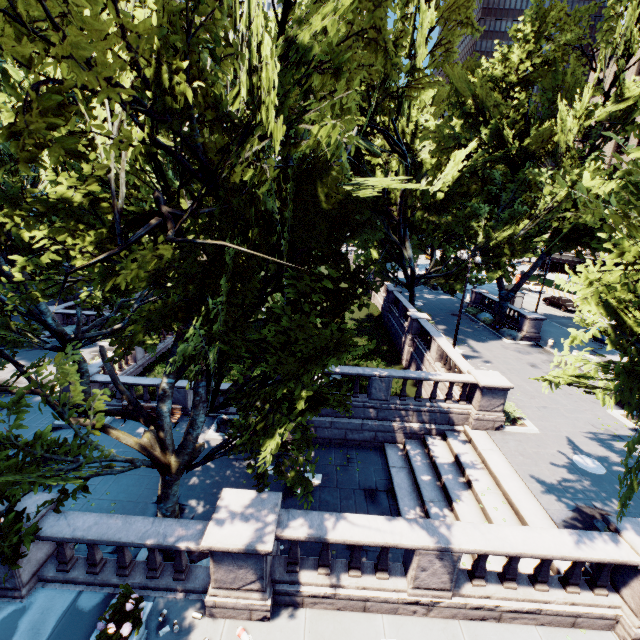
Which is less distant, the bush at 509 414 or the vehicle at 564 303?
the bush at 509 414

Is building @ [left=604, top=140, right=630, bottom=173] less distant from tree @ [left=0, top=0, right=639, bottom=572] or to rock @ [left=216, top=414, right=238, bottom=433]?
tree @ [left=0, top=0, right=639, bottom=572]

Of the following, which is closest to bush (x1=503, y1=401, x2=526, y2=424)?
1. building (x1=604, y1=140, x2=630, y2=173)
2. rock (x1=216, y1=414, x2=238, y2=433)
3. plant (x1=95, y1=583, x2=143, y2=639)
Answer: rock (x1=216, y1=414, x2=238, y2=433)

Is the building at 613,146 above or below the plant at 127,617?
above

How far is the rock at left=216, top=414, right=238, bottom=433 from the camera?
15.6 meters

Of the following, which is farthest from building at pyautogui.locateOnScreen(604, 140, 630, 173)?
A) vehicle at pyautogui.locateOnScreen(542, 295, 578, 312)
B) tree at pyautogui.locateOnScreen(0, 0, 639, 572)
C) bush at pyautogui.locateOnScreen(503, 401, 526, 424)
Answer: bush at pyautogui.locateOnScreen(503, 401, 526, 424)

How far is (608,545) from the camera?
7.1m

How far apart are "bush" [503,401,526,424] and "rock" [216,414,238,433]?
11.3 meters
